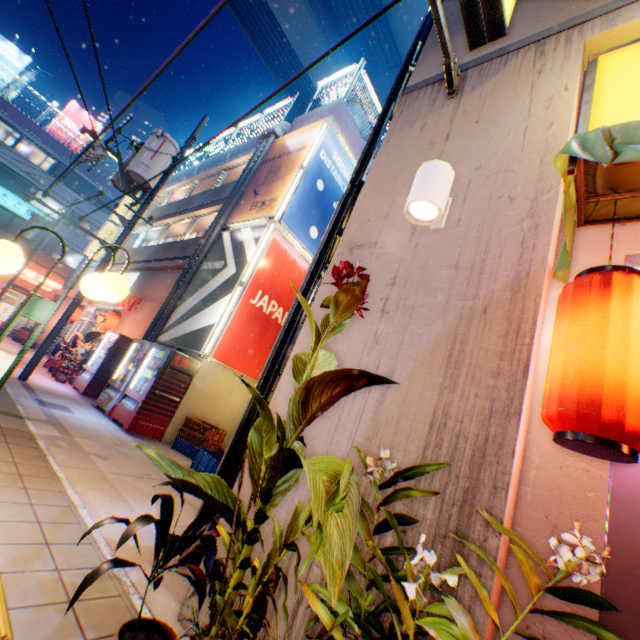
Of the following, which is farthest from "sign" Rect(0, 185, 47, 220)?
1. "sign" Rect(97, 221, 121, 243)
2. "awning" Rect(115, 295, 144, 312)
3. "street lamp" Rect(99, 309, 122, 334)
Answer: "street lamp" Rect(99, 309, 122, 334)

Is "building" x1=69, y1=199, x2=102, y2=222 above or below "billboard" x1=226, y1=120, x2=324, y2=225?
above

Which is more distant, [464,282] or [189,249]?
[189,249]

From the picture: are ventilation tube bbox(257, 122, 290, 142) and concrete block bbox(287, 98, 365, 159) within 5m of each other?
yes

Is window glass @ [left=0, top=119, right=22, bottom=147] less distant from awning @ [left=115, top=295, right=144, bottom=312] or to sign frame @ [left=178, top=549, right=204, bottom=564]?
awning @ [left=115, top=295, right=144, bottom=312]

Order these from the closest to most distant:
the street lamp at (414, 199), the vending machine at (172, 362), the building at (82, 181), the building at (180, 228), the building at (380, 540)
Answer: the building at (380, 540) → the street lamp at (414, 199) → the vending machine at (172, 362) → the building at (180, 228) → the building at (82, 181)

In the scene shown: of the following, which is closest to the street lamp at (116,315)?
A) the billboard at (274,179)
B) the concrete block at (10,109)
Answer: the billboard at (274,179)

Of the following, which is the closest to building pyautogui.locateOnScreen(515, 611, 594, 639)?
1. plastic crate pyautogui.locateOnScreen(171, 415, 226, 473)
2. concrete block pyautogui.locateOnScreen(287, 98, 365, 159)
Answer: plastic crate pyautogui.locateOnScreen(171, 415, 226, 473)
